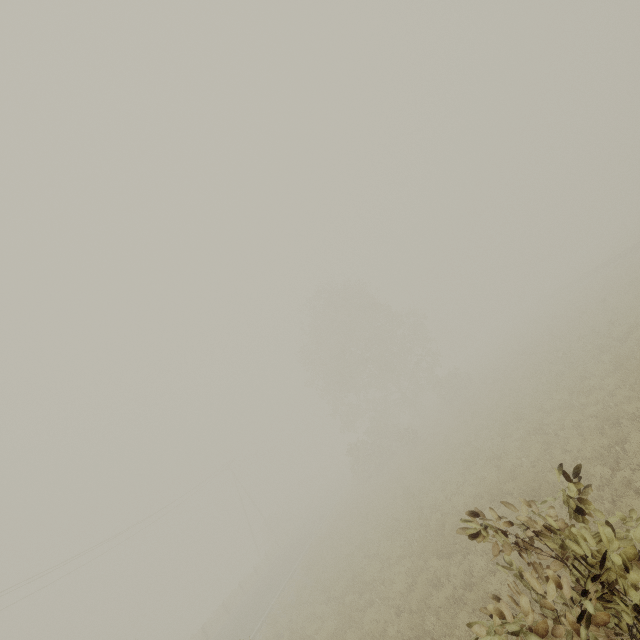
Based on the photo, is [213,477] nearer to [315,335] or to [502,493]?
[315,335]
